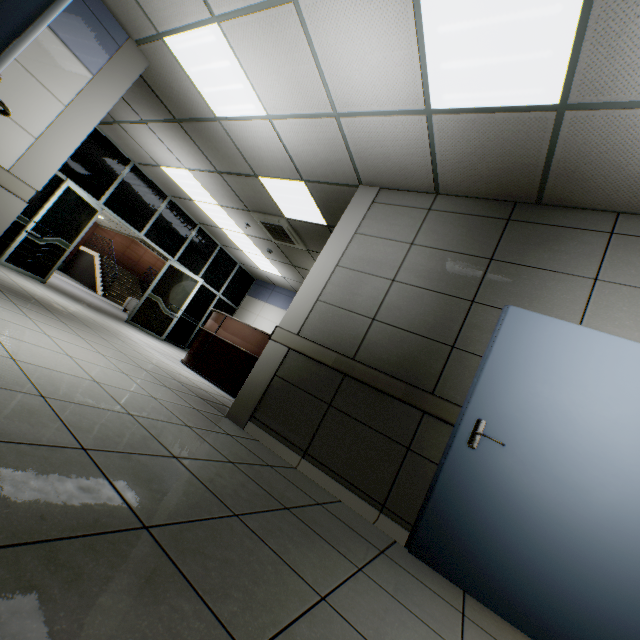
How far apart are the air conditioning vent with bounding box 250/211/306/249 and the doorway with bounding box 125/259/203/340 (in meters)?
2.77

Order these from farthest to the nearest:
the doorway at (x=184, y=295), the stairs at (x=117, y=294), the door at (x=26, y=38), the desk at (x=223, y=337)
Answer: the stairs at (x=117, y=294) < the doorway at (x=184, y=295) < the desk at (x=223, y=337) < the door at (x=26, y=38)

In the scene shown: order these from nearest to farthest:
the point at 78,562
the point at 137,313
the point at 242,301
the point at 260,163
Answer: the point at 78,562, the point at 260,163, the point at 137,313, the point at 242,301

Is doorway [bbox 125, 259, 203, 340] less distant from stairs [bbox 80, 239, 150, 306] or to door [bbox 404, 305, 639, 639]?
door [bbox 404, 305, 639, 639]

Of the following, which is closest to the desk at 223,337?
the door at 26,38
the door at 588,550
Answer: the door at 588,550

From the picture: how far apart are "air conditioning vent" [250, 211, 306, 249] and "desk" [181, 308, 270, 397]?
2.0m

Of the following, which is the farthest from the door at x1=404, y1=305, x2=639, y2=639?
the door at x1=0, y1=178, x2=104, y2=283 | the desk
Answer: the door at x1=0, y1=178, x2=104, y2=283

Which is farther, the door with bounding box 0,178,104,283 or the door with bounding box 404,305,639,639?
the door with bounding box 0,178,104,283
